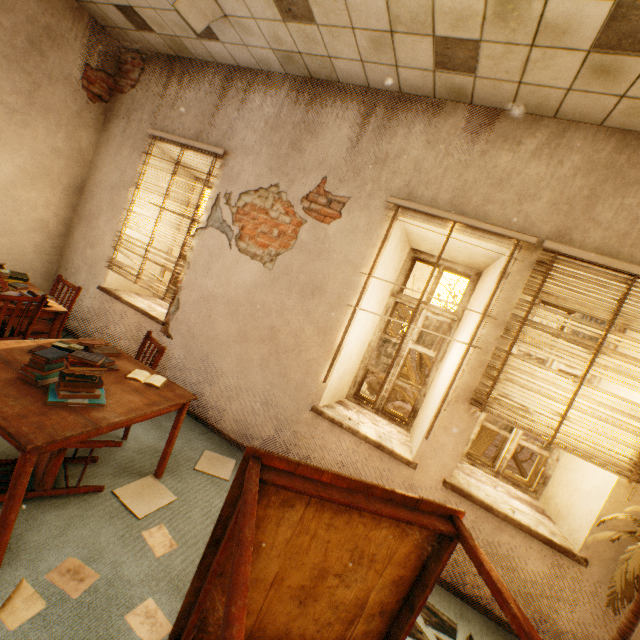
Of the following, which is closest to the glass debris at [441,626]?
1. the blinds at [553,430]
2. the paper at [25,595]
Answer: the blinds at [553,430]

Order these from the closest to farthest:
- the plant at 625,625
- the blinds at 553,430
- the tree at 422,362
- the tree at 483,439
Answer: the plant at 625,625
the blinds at 553,430
the tree at 422,362
the tree at 483,439

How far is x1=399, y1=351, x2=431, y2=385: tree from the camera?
7.3m

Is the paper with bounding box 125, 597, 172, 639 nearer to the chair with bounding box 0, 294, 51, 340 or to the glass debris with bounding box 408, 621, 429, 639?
the glass debris with bounding box 408, 621, 429, 639

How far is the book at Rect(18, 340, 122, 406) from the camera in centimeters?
192cm

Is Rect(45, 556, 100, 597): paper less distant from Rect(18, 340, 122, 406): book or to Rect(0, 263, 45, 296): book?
Rect(18, 340, 122, 406): book

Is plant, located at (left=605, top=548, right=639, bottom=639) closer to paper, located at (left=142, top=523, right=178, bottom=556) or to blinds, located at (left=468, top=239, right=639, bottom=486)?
blinds, located at (left=468, top=239, right=639, bottom=486)

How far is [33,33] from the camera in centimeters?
360cm
